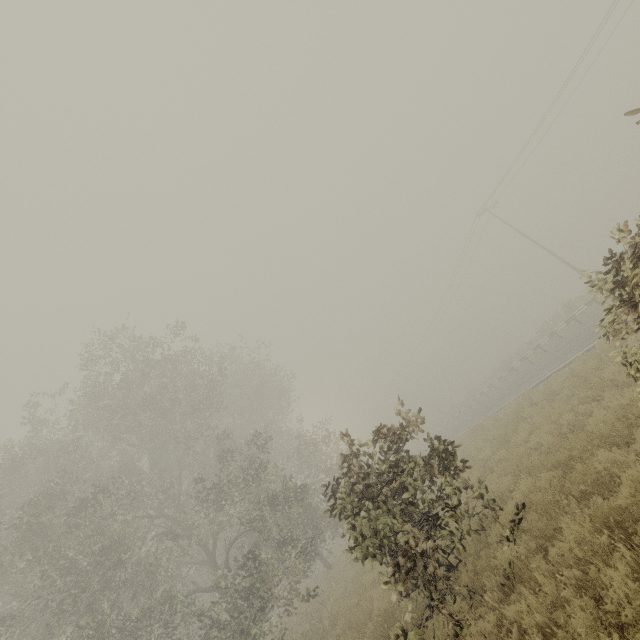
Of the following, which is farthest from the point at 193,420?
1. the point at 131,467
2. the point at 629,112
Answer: the point at 629,112
